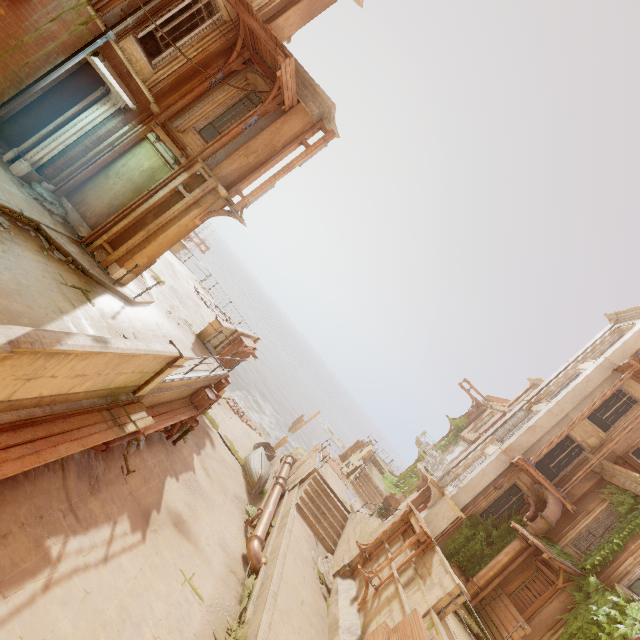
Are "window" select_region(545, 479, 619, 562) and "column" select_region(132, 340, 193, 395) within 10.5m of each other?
no

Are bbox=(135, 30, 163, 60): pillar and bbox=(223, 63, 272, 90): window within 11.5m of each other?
yes

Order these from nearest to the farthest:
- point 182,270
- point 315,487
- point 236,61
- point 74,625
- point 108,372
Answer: point 74,625 → point 108,372 → point 236,61 → point 315,487 → point 182,270

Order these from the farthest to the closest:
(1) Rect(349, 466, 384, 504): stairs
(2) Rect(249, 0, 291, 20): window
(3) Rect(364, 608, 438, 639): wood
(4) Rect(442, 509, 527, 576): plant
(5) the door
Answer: (5) the door < (1) Rect(349, 466, 384, 504): stairs < (4) Rect(442, 509, 527, 576): plant < (2) Rect(249, 0, 291, 20): window < (3) Rect(364, 608, 438, 639): wood

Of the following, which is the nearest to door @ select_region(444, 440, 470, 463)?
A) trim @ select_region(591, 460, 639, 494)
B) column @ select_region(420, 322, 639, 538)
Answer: column @ select_region(420, 322, 639, 538)

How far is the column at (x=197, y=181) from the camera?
10.3m

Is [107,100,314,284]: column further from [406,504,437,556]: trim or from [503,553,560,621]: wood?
[503,553,560,621]: wood

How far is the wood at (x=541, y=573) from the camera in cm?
1239
